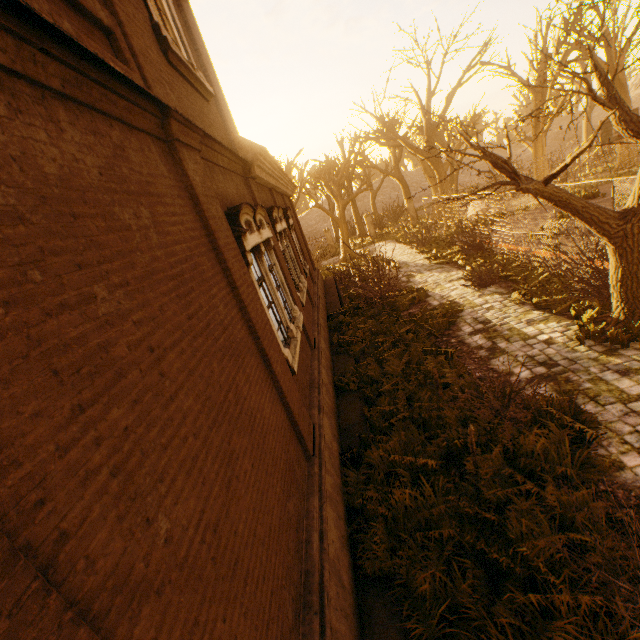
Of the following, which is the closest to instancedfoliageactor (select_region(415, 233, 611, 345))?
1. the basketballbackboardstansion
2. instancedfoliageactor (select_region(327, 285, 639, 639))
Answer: instancedfoliageactor (select_region(327, 285, 639, 639))

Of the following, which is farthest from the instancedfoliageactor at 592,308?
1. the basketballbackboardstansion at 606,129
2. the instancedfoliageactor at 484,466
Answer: the basketballbackboardstansion at 606,129

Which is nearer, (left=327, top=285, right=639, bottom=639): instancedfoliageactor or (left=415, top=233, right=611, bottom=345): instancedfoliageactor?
(left=327, top=285, right=639, bottom=639): instancedfoliageactor

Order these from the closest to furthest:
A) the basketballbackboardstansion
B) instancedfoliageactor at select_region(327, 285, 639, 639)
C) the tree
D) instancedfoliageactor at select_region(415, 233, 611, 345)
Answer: instancedfoliageactor at select_region(327, 285, 639, 639) → the tree → instancedfoliageactor at select_region(415, 233, 611, 345) → the basketballbackboardstansion

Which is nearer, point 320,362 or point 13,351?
point 13,351

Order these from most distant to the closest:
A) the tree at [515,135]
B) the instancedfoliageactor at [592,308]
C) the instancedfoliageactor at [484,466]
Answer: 1. the instancedfoliageactor at [592,308]
2. the tree at [515,135]
3. the instancedfoliageactor at [484,466]

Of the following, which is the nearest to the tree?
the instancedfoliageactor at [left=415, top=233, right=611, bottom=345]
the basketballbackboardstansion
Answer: the instancedfoliageactor at [left=415, top=233, right=611, bottom=345]

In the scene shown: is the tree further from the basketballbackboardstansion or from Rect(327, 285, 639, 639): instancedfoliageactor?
the basketballbackboardstansion
